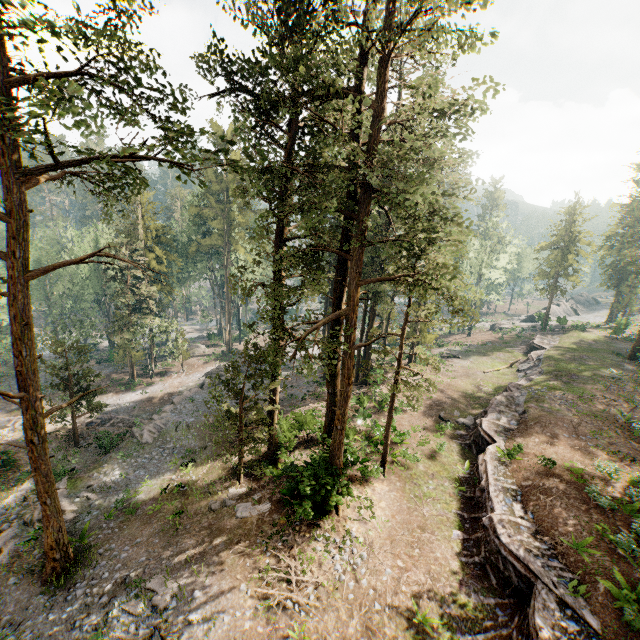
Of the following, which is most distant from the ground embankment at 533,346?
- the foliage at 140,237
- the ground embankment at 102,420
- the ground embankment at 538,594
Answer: the ground embankment at 102,420

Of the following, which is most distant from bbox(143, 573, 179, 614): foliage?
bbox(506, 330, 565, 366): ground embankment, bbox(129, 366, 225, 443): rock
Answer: bbox(506, 330, 565, 366): ground embankment

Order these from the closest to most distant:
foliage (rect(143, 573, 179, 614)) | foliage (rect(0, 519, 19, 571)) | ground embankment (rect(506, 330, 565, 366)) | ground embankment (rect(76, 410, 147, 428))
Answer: foliage (rect(143, 573, 179, 614))
foliage (rect(0, 519, 19, 571))
ground embankment (rect(76, 410, 147, 428))
ground embankment (rect(506, 330, 565, 366))

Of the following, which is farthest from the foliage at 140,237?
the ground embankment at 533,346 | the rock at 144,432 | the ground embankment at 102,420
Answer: the ground embankment at 533,346

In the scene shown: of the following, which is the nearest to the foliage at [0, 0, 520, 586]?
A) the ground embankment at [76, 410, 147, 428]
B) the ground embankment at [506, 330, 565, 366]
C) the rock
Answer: the ground embankment at [76, 410, 147, 428]

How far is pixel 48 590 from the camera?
14.8m

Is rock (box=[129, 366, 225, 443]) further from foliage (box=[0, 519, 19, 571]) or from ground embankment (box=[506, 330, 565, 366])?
ground embankment (box=[506, 330, 565, 366])

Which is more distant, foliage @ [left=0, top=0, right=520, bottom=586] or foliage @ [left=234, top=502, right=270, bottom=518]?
foliage @ [left=234, top=502, right=270, bottom=518]
